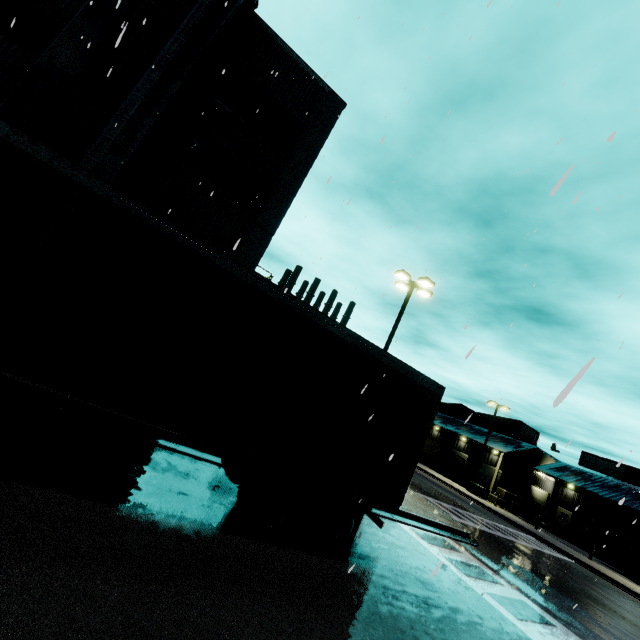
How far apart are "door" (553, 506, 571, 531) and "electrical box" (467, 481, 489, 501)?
14.62m

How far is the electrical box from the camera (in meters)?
32.18

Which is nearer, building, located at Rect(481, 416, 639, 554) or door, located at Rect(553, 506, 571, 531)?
building, located at Rect(481, 416, 639, 554)

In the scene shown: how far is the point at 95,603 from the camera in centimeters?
303cm

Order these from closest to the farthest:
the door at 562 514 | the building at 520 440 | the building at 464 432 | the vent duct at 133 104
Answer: the vent duct at 133 104
the building at 520 440
the door at 562 514
the building at 464 432

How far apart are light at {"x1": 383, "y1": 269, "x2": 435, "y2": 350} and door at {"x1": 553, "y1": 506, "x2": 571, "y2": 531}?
39.82m

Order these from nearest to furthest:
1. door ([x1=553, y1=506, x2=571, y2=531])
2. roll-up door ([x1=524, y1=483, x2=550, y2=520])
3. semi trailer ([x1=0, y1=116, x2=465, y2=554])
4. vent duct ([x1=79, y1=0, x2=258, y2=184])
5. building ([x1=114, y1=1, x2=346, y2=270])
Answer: semi trailer ([x1=0, y1=116, x2=465, y2=554]), vent duct ([x1=79, y1=0, x2=258, y2=184]), building ([x1=114, y1=1, x2=346, y2=270]), door ([x1=553, y1=506, x2=571, y2=531]), roll-up door ([x1=524, y1=483, x2=550, y2=520])

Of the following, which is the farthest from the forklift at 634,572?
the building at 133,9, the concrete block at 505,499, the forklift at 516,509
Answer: the concrete block at 505,499
